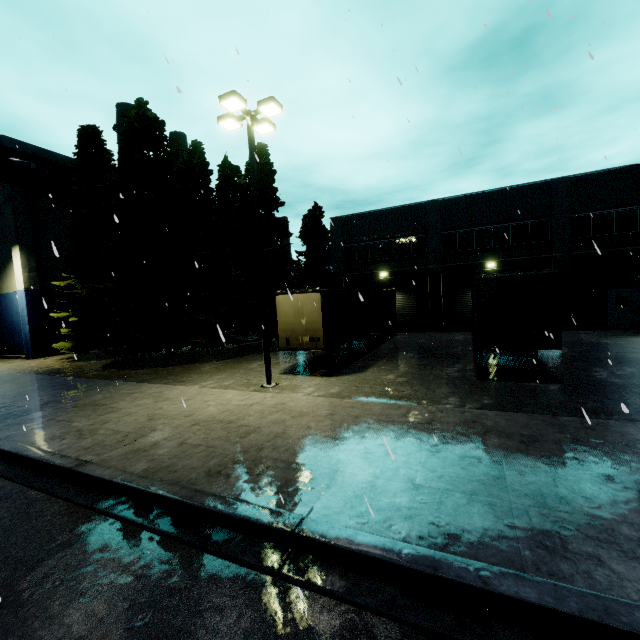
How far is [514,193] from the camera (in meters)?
22.34

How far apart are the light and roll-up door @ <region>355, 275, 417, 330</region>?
16.23m

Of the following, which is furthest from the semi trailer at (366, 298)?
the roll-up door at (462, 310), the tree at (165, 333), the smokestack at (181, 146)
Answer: the smokestack at (181, 146)

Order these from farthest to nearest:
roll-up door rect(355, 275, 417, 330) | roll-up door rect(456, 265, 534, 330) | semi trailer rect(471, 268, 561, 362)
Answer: roll-up door rect(355, 275, 417, 330) → roll-up door rect(456, 265, 534, 330) → semi trailer rect(471, 268, 561, 362)

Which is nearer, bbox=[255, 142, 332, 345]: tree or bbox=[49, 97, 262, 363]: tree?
bbox=[49, 97, 262, 363]: tree

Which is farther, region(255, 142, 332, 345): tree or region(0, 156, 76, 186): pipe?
region(0, 156, 76, 186): pipe

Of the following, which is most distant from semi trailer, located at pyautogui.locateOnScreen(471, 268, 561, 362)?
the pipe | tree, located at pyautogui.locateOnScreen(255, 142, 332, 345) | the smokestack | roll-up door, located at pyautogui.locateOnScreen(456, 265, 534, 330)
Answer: the smokestack

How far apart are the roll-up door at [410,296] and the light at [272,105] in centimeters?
1623cm
